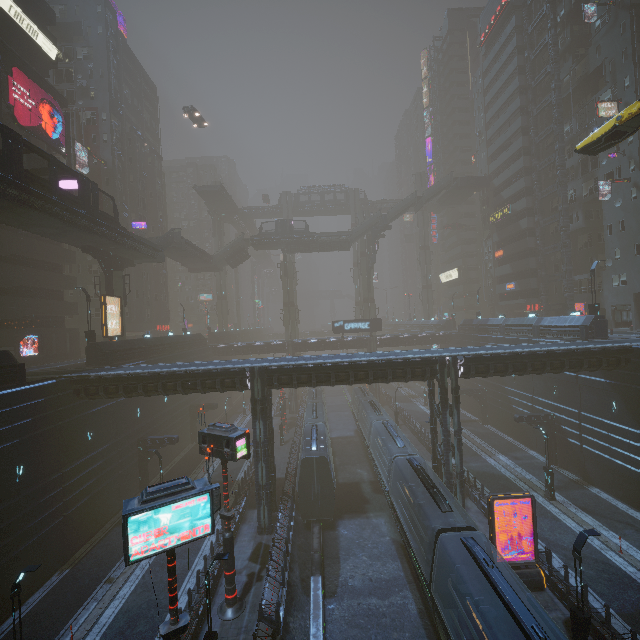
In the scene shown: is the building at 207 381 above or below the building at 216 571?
above

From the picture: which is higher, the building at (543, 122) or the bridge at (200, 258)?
the building at (543, 122)

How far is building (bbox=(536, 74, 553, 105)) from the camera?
45.17m

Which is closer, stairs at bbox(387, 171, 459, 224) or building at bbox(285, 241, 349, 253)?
stairs at bbox(387, 171, 459, 224)

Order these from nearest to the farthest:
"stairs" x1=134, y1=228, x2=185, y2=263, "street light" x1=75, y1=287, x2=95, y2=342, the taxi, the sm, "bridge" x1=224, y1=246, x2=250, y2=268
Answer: the taxi < "street light" x1=75, y1=287, x2=95, y2=342 < the sm < "stairs" x1=134, y1=228, x2=185, y2=263 < "bridge" x1=224, y1=246, x2=250, y2=268

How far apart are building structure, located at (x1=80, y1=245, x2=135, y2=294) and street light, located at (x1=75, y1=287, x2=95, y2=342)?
3.6 meters

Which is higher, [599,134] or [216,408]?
[599,134]

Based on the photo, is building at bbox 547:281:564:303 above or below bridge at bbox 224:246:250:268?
below
